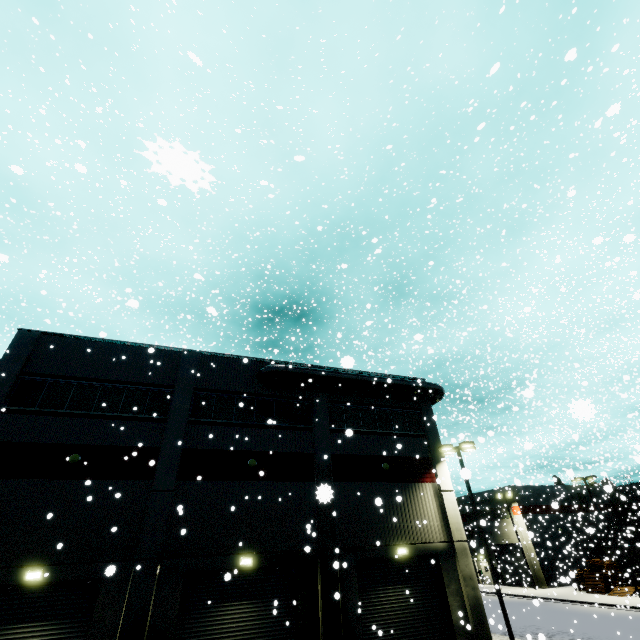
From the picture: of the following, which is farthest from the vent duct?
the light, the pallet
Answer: the pallet

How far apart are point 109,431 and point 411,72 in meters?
33.1 m

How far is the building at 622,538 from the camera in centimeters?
4326cm

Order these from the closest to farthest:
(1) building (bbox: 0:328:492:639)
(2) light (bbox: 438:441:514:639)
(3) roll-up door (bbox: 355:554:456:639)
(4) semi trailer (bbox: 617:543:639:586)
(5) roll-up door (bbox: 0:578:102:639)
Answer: (5) roll-up door (bbox: 0:578:102:639) → (1) building (bbox: 0:328:492:639) → (3) roll-up door (bbox: 355:554:456:639) → (2) light (bbox: 438:441:514:639) → (4) semi trailer (bbox: 617:543:639:586)

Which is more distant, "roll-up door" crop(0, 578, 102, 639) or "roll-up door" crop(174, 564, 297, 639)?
"roll-up door" crop(174, 564, 297, 639)

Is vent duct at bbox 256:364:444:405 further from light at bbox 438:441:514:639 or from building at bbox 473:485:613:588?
light at bbox 438:441:514:639

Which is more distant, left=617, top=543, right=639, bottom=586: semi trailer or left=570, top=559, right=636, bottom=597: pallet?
left=617, top=543, right=639, bottom=586: semi trailer

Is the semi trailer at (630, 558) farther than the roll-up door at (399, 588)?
Yes
